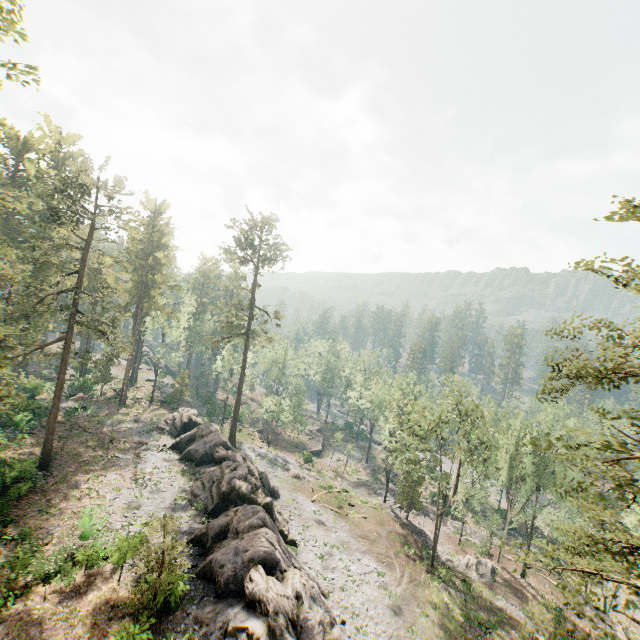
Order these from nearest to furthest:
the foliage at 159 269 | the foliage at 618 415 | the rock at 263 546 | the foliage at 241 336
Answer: the foliage at 618 415
the rock at 263 546
the foliage at 159 269
the foliage at 241 336

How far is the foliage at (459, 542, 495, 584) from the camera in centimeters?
3575cm

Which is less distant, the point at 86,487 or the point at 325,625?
the point at 325,625

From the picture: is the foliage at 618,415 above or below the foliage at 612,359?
below

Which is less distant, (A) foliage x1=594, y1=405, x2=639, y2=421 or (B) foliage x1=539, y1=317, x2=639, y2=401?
(A) foliage x1=594, y1=405, x2=639, y2=421
